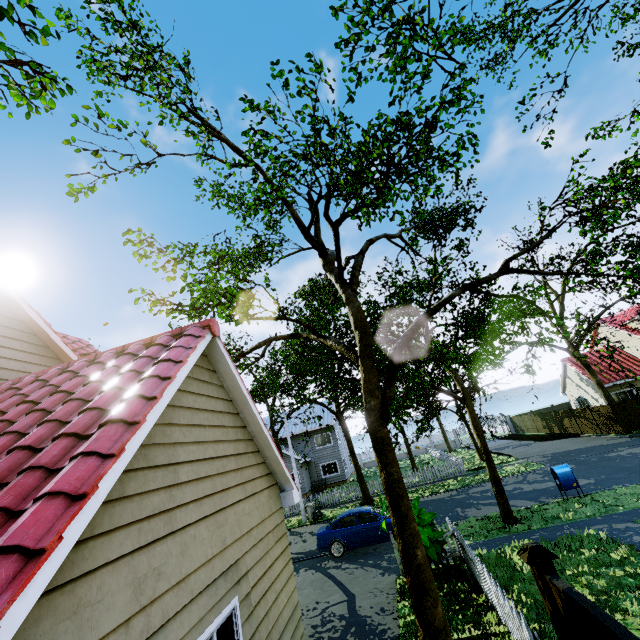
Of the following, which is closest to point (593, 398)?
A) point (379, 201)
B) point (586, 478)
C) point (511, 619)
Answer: point (586, 478)

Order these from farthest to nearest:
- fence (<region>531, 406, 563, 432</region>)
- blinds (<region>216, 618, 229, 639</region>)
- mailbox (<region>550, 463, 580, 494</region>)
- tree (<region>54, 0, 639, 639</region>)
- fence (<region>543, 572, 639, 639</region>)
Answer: fence (<region>531, 406, 563, 432</region>)
mailbox (<region>550, 463, 580, 494</region>)
tree (<region>54, 0, 639, 639</region>)
blinds (<region>216, 618, 229, 639</region>)
fence (<region>543, 572, 639, 639</region>)

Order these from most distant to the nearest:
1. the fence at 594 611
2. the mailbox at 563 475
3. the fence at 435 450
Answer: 1. the fence at 435 450
2. the mailbox at 563 475
3. the fence at 594 611

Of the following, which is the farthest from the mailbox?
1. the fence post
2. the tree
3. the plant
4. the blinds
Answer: the blinds

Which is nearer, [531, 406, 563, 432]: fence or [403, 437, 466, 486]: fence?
[403, 437, 466, 486]: fence

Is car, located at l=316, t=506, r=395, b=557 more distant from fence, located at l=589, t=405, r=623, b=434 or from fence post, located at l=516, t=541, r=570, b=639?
fence post, located at l=516, t=541, r=570, b=639

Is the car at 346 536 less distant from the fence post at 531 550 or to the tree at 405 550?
the tree at 405 550

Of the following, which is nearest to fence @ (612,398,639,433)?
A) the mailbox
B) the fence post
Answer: the fence post
